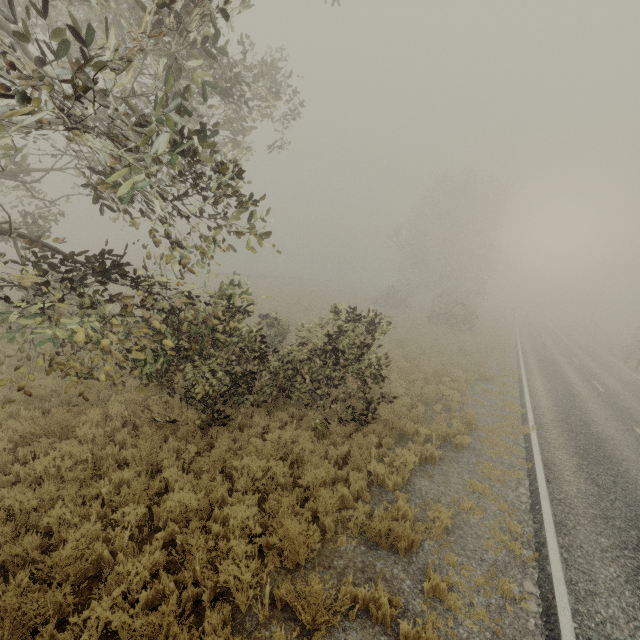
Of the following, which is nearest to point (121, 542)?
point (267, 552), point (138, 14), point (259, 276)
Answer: point (267, 552)
